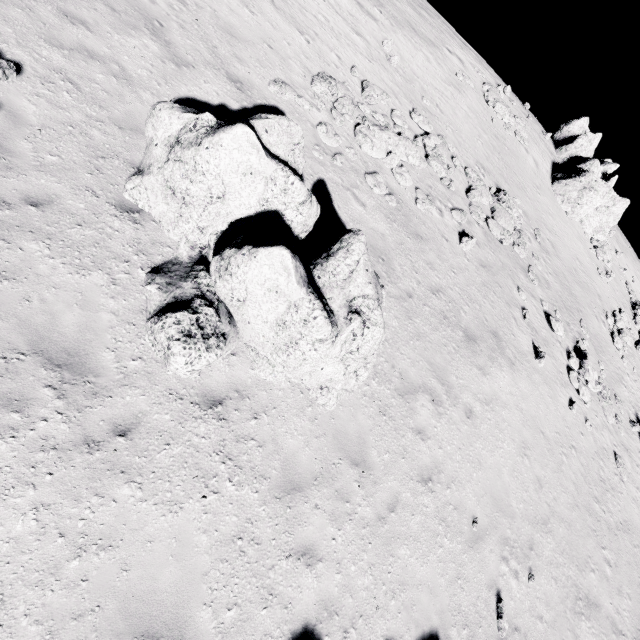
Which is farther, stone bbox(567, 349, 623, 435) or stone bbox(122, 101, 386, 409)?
stone bbox(567, 349, 623, 435)

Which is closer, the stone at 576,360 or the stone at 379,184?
the stone at 379,184

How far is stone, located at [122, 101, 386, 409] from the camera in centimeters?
542cm

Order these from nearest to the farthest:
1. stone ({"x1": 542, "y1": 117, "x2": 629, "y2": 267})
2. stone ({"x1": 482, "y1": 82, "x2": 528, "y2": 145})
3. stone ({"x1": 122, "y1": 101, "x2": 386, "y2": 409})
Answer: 1. stone ({"x1": 122, "y1": 101, "x2": 386, "y2": 409})
2. stone ({"x1": 482, "y1": 82, "x2": 528, "y2": 145})
3. stone ({"x1": 542, "y1": 117, "x2": 629, "y2": 267})

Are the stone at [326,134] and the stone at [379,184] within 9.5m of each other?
yes

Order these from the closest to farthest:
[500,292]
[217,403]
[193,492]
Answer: [193,492]
[217,403]
[500,292]

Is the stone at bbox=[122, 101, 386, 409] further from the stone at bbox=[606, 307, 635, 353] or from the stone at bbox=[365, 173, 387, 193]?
the stone at bbox=[606, 307, 635, 353]

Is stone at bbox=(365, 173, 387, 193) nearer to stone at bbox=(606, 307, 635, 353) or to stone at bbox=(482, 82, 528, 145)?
stone at bbox=(482, 82, 528, 145)
